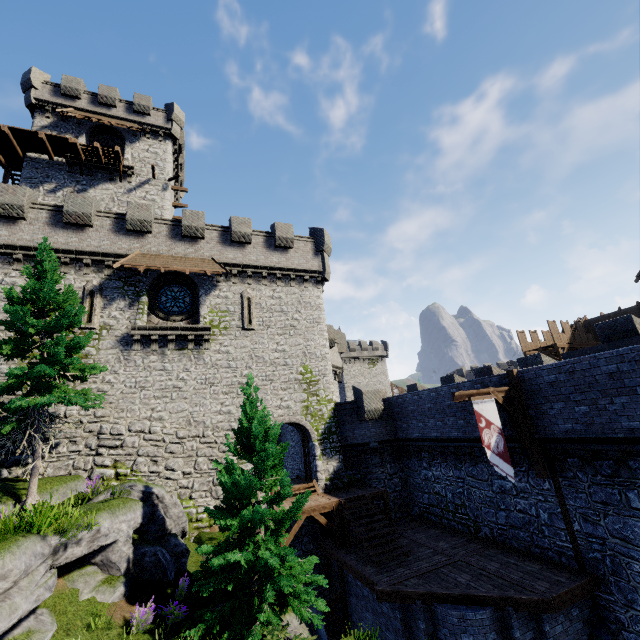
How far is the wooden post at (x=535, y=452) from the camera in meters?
11.8 m

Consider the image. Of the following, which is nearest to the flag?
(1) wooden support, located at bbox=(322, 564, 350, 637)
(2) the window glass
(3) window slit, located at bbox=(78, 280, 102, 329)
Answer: (1) wooden support, located at bbox=(322, 564, 350, 637)

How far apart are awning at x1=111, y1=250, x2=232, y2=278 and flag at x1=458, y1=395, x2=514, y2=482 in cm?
1413

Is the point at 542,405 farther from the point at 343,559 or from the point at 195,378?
the point at 195,378

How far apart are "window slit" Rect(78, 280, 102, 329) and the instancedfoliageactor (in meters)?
13.30

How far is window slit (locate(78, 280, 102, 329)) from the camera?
17.0m

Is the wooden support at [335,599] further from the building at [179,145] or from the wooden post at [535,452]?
the building at [179,145]

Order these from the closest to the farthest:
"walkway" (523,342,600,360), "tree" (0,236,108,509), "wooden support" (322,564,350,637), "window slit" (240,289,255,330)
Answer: "tree" (0,236,108,509), "wooden support" (322,564,350,637), "window slit" (240,289,255,330), "walkway" (523,342,600,360)
